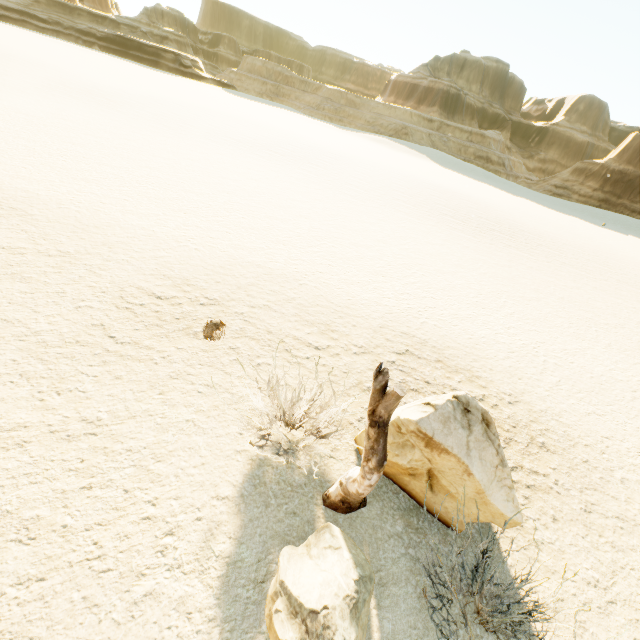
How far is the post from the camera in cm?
326

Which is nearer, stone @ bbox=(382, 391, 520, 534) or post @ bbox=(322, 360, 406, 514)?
post @ bbox=(322, 360, 406, 514)

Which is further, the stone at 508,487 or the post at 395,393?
the stone at 508,487

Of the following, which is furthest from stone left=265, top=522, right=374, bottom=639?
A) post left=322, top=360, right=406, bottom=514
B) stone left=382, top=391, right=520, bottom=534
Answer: stone left=382, top=391, right=520, bottom=534

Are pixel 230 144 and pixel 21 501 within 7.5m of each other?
no

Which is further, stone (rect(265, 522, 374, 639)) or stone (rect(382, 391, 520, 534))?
stone (rect(382, 391, 520, 534))

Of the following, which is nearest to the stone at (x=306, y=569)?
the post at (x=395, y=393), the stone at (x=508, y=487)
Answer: the post at (x=395, y=393)

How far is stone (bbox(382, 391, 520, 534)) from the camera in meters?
4.1 m
